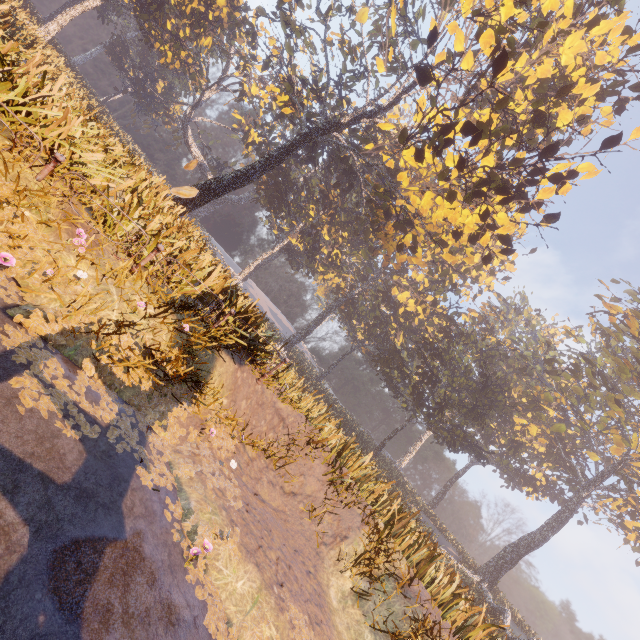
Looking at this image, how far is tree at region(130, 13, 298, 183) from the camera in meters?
36.5 m

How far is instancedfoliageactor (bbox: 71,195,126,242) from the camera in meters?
6.1 m

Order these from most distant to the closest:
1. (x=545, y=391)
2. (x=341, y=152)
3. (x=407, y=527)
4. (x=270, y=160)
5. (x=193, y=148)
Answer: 1. (x=193, y=148)
2. (x=545, y=391)
3. (x=341, y=152)
4. (x=270, y=160)
5. (x=407, y=527)

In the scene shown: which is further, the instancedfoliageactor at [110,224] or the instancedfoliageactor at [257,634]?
the instancedfoliageactor at [110,224]

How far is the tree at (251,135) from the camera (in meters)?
36.50

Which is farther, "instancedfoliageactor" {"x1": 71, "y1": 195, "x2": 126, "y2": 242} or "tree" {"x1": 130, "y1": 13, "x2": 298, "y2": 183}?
"tree" {"x1": 130, "y1": 13, "x2": 298, "y2": 183}

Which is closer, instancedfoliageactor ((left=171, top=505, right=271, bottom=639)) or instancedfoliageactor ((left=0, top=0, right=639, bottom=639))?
instancedfoliageactor ((left=171, top=505, right=271, bottom=639))
